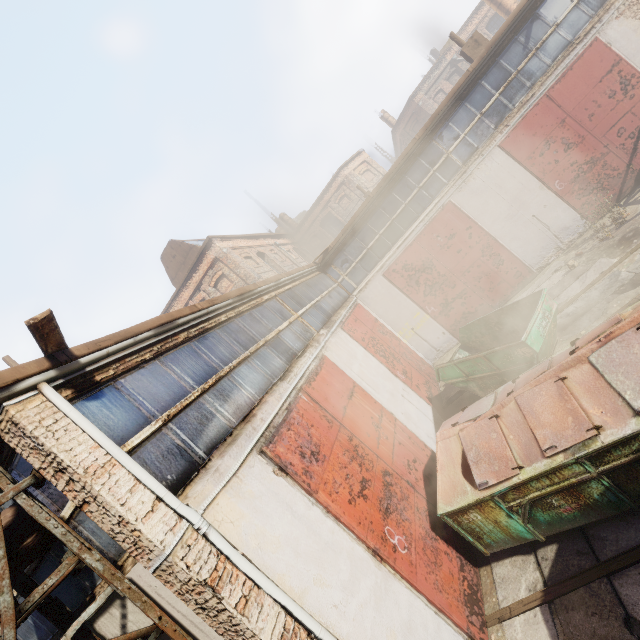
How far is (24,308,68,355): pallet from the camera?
3.00m

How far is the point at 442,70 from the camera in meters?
33.2

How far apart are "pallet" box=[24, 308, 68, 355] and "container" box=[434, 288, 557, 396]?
7.7 meters

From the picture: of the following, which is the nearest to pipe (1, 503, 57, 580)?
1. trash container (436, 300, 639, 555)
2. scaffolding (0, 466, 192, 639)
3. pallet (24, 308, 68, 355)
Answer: Result: scaffolding (0, 466, 192, 639)

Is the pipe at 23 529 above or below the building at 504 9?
below

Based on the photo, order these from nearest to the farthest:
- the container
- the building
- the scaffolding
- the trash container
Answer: the scaffolding, the trash container, the container, the building

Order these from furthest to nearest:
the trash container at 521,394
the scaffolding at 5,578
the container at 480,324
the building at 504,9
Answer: the building at 504,9 → the container at 480,324 → the trash container at 521,394 → the scaffolding at 5,578

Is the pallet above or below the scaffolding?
above
